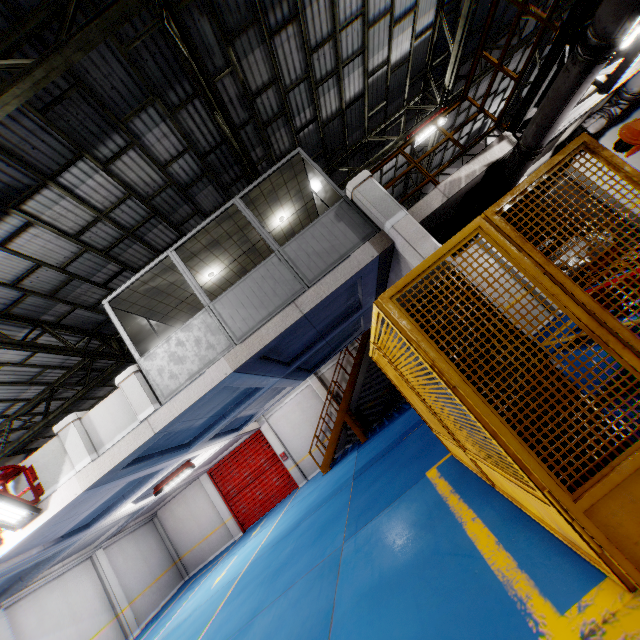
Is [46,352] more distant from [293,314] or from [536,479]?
[536,479]

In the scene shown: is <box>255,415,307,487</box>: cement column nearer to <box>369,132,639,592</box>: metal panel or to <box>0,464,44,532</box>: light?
<box>0,464,44,532</box>: light

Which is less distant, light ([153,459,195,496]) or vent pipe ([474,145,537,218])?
vent pipe ([474,145,537,218])

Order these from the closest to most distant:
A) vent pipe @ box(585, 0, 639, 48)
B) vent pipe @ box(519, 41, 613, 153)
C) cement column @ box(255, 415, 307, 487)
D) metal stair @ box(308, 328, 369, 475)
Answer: vent pipe @ box(585, 0, 639, 48) < vent pipe @ box(519, 41, 613, 153) < metal stair @ box(308, 328, 369, 475) < cement column @ box(255, 415, 307, 487)

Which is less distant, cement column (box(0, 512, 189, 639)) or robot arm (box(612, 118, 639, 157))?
robot arm (box(612, 118, 639, 157))

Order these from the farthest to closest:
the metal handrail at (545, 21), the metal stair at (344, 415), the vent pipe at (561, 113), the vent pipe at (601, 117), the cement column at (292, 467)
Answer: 1. the cement column at (292, 467)
2. the metal stair at (344, 415)
3. the vent pipe at (601, 117)
4. the metal handrail at (545, 21)
5. the vent pipe at (561, 113)

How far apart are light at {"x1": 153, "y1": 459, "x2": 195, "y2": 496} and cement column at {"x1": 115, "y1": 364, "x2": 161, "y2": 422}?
6.32m

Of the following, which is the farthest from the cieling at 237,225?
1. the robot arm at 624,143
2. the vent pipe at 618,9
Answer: the robot arm at 624,143
